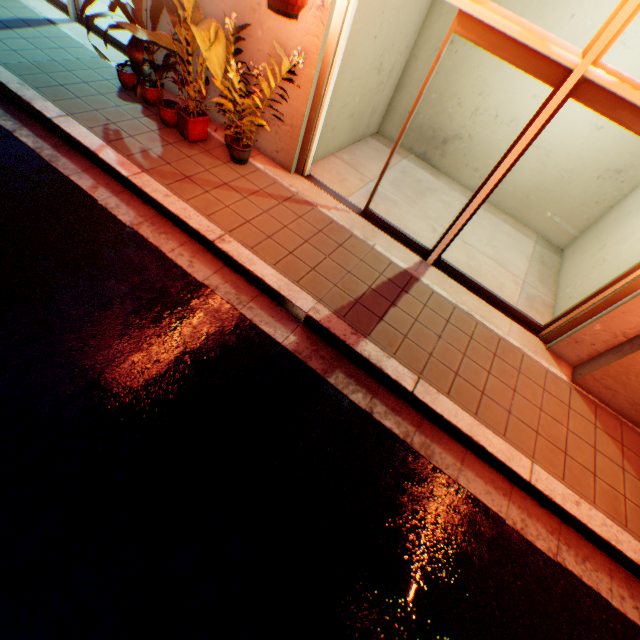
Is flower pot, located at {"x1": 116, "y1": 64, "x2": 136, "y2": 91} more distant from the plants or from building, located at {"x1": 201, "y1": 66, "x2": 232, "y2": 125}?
the plants

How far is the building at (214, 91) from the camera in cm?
473

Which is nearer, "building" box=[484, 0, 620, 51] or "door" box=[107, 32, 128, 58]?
"building" box=[484, 0, 620, 51]

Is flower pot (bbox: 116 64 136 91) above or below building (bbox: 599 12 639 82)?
below

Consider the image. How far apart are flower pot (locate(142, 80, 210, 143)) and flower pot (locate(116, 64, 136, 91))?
0.74m

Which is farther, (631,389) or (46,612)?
(631,389)

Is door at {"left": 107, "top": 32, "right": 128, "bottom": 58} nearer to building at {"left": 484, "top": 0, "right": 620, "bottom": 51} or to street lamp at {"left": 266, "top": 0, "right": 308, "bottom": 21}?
building at {"left": 484, "top": 0, "right": 620, "bottom": 51}

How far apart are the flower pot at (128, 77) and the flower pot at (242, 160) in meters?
1.6
